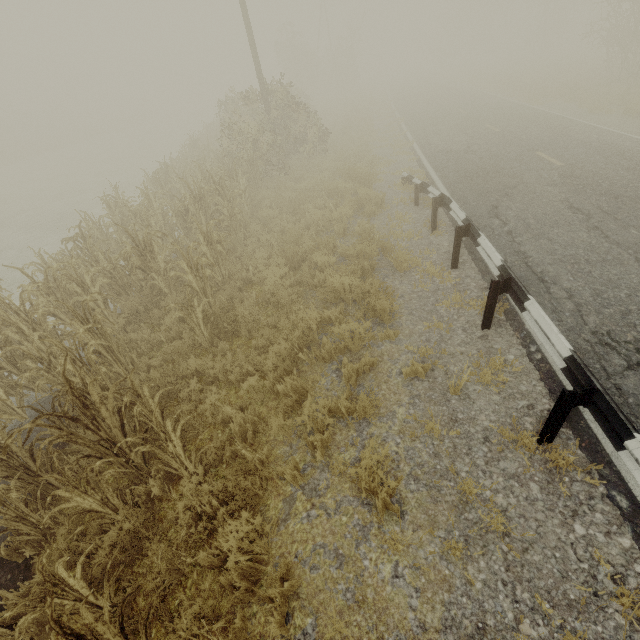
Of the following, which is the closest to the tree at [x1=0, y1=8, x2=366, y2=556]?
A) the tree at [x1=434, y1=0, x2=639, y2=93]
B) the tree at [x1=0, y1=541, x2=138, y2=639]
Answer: the tree at [x1=0, y1=541, x2=138, y2=639]

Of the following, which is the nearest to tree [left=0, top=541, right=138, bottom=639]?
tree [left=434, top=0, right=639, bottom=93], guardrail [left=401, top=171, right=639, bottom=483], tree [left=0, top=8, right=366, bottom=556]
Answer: guardrail [left=401, top=171, right=639, bottom=483]

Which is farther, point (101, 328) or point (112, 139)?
point (112, 139)

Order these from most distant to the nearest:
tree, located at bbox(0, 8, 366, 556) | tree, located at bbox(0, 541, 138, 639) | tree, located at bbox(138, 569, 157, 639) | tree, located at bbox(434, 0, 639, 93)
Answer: tree, located at bbox(434, 0, 639, 93) → tree, located at bbox(0, 8, 366, 556) → tree, located at bbox(138, 569, 157, 639) → tree, located at bbox(0, 541, 138, 639)

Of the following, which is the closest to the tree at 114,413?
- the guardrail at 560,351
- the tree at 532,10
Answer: the guardrail at 560,351

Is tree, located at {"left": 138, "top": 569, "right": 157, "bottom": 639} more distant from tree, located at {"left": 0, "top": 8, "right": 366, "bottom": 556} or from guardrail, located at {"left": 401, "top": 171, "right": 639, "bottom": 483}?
tree, located at {"left": 0, "top": 8, "right": 366, "bottom": 556}

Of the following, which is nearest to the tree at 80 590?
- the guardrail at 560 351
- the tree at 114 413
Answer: the guardrail at 560 351
